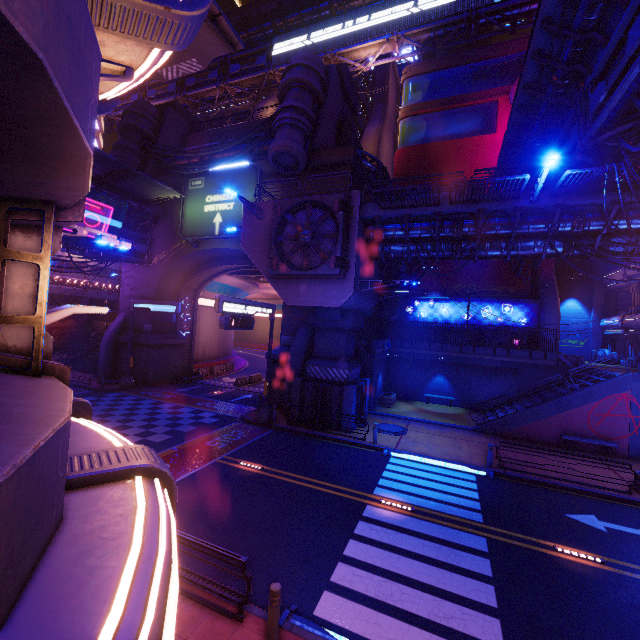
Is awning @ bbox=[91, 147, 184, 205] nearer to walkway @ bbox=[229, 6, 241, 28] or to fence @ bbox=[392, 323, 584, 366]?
fence @ bbox=[392, 323, 584, 366]

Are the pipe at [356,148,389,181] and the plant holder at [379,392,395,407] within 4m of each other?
no

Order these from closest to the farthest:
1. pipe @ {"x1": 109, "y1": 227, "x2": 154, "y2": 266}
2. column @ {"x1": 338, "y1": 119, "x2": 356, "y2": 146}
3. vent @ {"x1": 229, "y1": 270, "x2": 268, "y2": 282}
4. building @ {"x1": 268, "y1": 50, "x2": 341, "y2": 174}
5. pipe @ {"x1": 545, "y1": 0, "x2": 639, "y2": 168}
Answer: pipe @ {"x1": 545, "y1": 0, "x2": 639, "y2": 168}, building @ {"x1": 268, "y1": 50, "x2": 341, "y2": 174}, column @ {"x1": 338, "y1": 119, "x2": 356, "y2": 146}, pipe @ {"x1": 109, "y1": 227, "x2": 154, "y2": 266}, vent @ {"x1": 229, "y1": 270, "x2": 268, "y2": 282}

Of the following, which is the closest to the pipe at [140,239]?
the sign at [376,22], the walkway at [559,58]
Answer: the walkway at [559,58]

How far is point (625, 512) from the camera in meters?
12.1 m

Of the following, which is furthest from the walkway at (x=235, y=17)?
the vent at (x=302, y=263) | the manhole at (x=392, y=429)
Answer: the manhole at (x=392, y=429)

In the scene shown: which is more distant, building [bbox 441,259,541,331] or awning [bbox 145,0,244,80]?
building [bbox 441,259,541,331]

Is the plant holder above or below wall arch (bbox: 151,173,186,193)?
below
